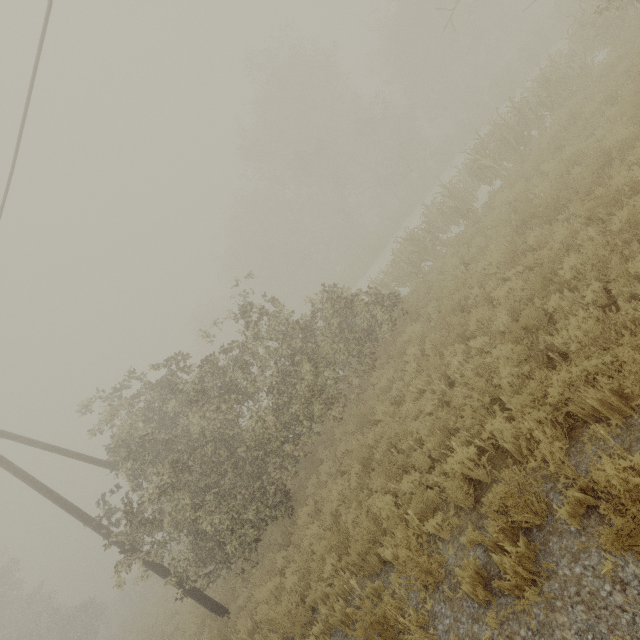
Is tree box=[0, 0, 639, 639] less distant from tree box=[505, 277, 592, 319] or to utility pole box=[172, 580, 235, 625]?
utility pole box=[172, 580, 235, 625]

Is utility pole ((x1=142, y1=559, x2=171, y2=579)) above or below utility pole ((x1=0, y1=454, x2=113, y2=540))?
below

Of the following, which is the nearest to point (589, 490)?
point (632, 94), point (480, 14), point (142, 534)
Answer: point (632, 94)

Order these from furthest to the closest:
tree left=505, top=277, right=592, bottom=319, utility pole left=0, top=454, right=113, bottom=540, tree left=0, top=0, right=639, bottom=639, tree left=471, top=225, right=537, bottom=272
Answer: utility pole left=0, top=454, right=113, bottom=540 → tree left=0, top=0, right=639, bottom=639 → tree left=471, top=225, right=537, bottom=272 → tree left=505, top=277, right=592, bottom=319

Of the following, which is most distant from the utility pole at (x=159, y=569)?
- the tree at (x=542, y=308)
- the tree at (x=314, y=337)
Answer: the tree at (x=542, y=308)

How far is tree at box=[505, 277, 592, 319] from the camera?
5.19m

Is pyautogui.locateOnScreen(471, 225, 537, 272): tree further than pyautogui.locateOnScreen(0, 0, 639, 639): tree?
No

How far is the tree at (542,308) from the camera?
5.2 meters
